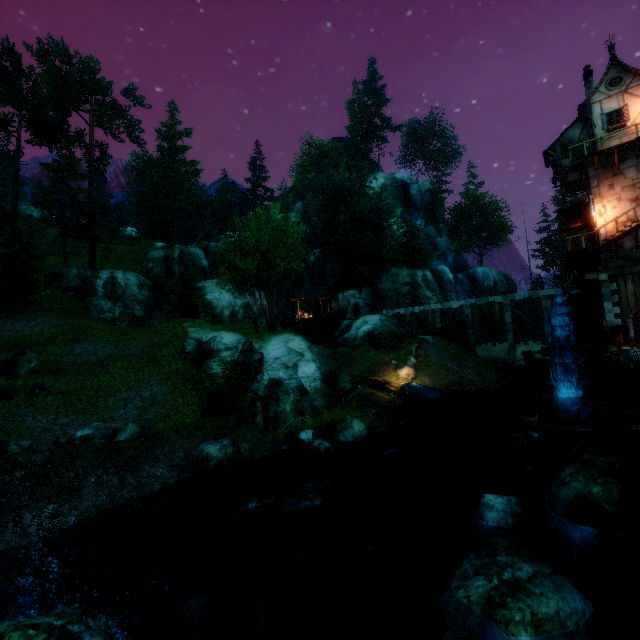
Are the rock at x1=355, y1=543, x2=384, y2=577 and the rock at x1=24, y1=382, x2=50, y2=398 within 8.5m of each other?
no

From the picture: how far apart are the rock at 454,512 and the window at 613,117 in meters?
25.4 m

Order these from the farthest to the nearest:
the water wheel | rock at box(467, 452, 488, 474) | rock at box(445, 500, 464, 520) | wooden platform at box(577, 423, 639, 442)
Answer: the water wheel < rock at box(467, 452, 488, 474) < wooden platform at box(577, 423, 639, 442) < rock at box(445, 500, 464, 520)

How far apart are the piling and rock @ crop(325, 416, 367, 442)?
13.6 meters

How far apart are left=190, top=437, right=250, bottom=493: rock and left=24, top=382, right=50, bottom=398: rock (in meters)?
9.63

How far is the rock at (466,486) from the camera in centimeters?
1192cm

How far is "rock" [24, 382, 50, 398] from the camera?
15.72m

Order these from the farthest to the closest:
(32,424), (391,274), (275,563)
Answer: (391,274) → (32,424) → (275,563)
